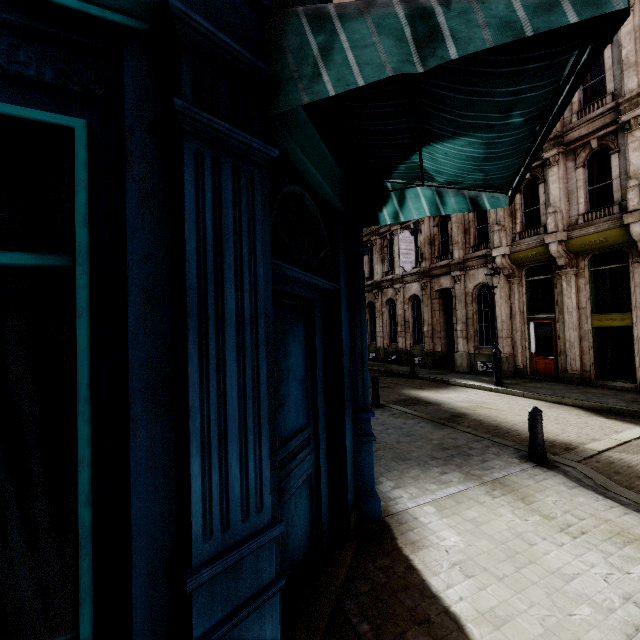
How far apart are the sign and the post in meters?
13.9

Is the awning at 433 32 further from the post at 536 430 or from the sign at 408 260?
A: the sign at 408 260

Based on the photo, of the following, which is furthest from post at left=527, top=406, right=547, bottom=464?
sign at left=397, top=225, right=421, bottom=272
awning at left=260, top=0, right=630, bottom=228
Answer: sign at left=397, top=225, right=421, bottom=272

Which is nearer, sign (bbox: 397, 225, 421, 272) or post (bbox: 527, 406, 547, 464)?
post (bbox: 527, 406, 547, 464)

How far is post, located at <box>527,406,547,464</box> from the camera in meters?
5.6 m

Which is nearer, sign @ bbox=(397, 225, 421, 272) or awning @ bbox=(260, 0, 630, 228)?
awning @ bbox=(260, 0, 630, 228)

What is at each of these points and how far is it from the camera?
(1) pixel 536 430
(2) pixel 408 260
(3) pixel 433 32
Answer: (1) post, 5.7m
(2) sign, 19.2m
(3) awning, 1.6m

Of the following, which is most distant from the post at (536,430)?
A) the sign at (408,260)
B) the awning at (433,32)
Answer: the sign at (408,260)
